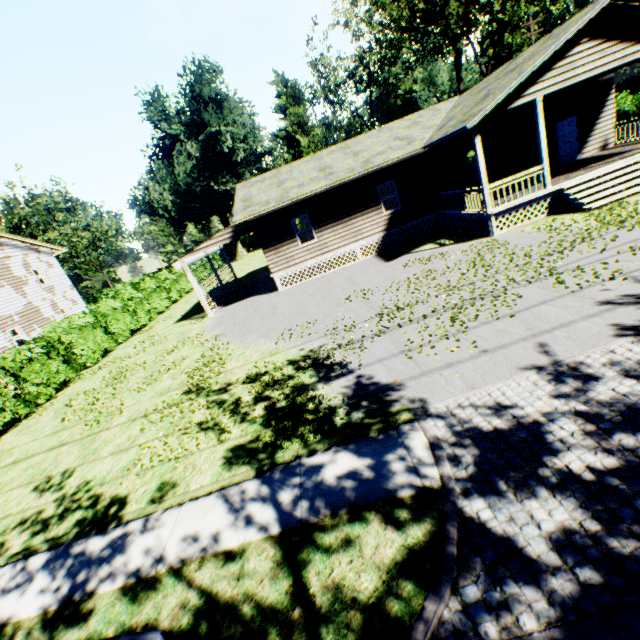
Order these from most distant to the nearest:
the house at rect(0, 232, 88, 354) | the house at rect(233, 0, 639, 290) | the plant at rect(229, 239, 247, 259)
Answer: the plant at rect(229, 239, 247, 259), the house at rect(0, 232, 88, 354), the house at rect(233, 0, 639, 290)

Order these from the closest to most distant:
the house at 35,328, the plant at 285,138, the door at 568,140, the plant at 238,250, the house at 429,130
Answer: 1. the house at 429,130
2. the door at 568,140
3. the house at 35,328
4. the plant at 285,138
5. the plant at 238,250

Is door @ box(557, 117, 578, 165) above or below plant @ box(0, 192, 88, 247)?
below

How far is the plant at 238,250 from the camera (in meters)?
53.91

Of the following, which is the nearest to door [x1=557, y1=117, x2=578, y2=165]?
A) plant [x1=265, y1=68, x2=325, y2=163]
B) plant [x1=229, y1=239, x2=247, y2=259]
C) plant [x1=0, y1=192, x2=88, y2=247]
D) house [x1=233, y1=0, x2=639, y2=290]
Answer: house [x1=233, y1=0, x2=639, y2=290]

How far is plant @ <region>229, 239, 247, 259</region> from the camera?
53.9m

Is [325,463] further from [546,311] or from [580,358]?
[546,311]

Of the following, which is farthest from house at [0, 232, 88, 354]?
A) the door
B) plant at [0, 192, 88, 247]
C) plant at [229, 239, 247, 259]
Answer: the door
